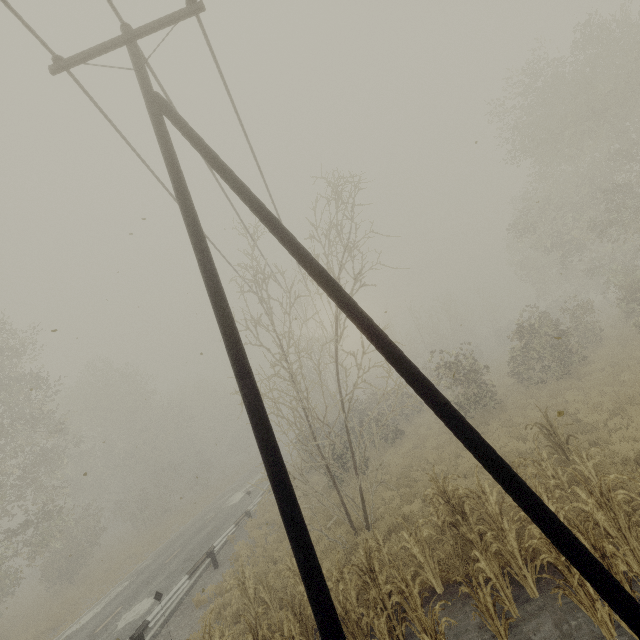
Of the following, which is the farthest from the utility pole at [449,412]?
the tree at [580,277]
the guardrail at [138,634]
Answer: the guardrail at [138,634]

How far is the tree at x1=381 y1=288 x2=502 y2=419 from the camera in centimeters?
1646cm

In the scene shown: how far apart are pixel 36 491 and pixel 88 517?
9.49m

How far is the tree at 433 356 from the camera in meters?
16.5 m

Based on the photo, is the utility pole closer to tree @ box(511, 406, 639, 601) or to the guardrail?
tree @ box(511, 406, 639, 601)

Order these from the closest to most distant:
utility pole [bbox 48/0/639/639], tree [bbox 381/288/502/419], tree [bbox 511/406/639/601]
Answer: utility pole [bbox 48/0/639/639] → tree [bbox 511/406/639/601] → tree [bbox 381/288/502/419]

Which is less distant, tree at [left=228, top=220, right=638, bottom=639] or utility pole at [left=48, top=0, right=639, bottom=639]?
utility pole at [left=48, top=0, right=639, bottom=639]
